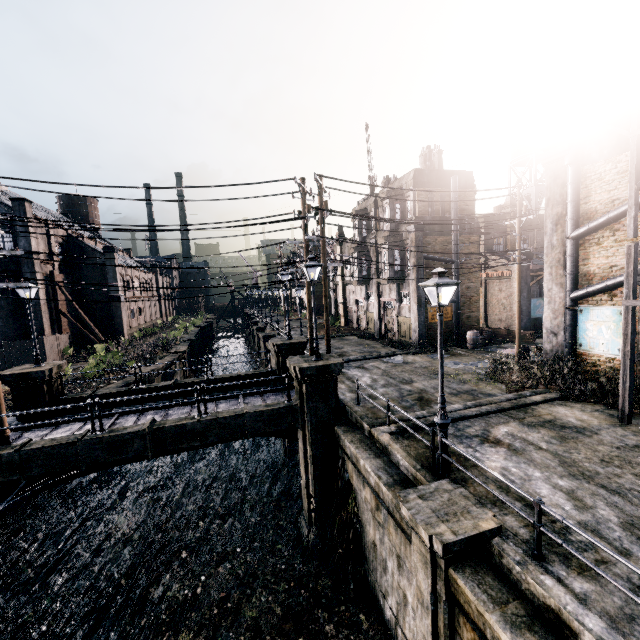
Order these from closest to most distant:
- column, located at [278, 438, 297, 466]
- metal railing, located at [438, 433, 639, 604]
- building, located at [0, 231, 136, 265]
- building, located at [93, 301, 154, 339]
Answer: metal railing, located at [438, 433, 639, 604]
column, located at [278, 438, 297, 466]
building, located at [0, 231, 136, 265]
building, located at [93, 301, 154, 339]

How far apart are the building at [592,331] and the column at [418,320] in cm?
962

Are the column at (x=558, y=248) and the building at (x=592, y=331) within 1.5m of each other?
yes

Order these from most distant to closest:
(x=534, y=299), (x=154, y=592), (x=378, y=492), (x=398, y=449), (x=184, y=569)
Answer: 1. (x=534, y=299)
2. (x=184, y=569)
3. (x=154, y=592)
4. (x=398, y=449)
5. (x=378, y=492)

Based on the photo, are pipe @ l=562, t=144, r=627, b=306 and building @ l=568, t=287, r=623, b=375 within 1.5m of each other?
yes

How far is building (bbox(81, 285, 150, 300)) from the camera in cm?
4072

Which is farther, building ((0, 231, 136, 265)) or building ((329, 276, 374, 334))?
building ((329, 276, 374, 334))

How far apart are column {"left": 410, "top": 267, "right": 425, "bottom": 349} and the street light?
16.33m
